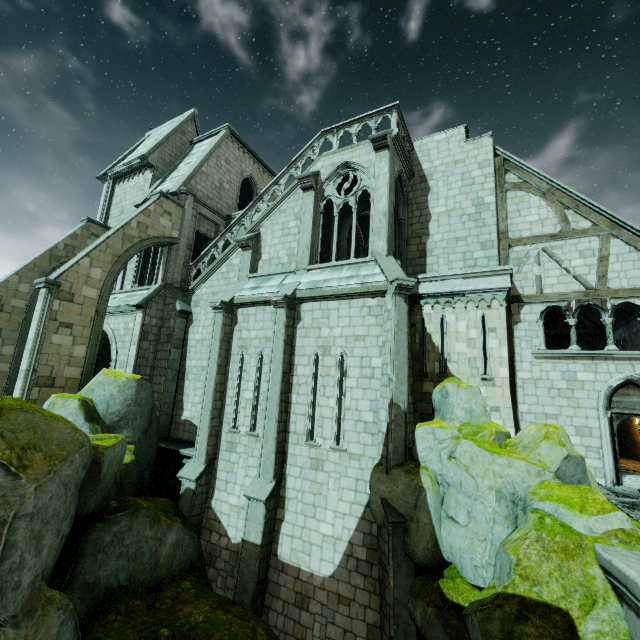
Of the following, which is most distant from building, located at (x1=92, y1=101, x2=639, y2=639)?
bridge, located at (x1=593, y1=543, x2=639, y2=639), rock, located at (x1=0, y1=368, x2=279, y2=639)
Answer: bridge, located at (x1=593, y1=543, x2=639, y2=639)

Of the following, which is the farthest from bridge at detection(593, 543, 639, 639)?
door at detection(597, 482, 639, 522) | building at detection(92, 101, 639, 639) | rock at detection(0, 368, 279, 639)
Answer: building at detection(92, 101, 639, 639)

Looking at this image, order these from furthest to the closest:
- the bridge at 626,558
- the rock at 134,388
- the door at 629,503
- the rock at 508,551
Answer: the door at 629,503, the rock at 134,388, the rock at 508,551, the bridge at 626,558

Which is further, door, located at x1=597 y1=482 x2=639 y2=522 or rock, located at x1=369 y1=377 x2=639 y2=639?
door, located at x1=597 y1=482 x2=639 y2=522

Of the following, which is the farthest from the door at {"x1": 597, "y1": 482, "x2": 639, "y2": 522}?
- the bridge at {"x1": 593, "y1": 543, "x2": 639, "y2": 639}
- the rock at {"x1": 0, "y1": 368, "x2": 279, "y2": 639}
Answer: the bridge at {"x1": 593, "y1": 543, "x2": 639, "y2": 639}

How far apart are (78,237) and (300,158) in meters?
14.4

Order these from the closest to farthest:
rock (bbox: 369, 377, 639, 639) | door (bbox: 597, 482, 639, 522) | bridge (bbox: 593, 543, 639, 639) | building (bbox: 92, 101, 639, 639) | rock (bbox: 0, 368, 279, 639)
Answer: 1. bridge (bbox: 593, 543, 639, 639)
2. rock (bbox: 369, 377, 639, 639)
3. rock (bbox: 0, 368, 279, 639)
4. door (bbox: 597, 482, 639, 522)
5. building (bbox: 92, 101, 639, 639)

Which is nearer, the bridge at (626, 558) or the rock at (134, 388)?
the bridge at (626, 558)
